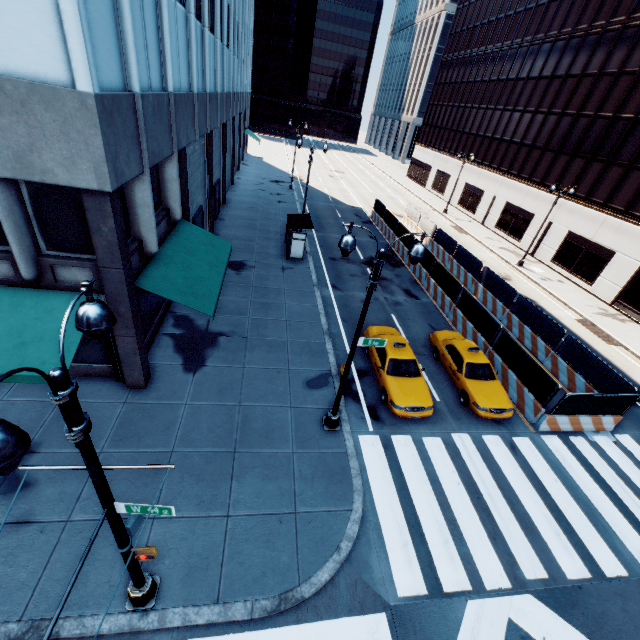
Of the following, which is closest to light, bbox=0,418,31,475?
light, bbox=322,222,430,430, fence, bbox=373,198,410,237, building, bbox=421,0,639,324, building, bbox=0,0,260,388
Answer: building, bbox=0,0,260,388

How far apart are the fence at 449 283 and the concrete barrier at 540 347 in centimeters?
1cm

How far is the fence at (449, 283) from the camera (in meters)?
20.09

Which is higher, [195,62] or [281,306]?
[195,62]

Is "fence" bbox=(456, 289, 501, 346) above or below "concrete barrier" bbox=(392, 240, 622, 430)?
above

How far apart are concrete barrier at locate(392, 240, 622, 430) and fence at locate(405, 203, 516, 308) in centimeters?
1cm

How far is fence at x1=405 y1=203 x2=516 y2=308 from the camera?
21.27m

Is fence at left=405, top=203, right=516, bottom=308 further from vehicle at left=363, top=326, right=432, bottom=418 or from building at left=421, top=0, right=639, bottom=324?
building at left=421, top=0, right=639, bottom=324
